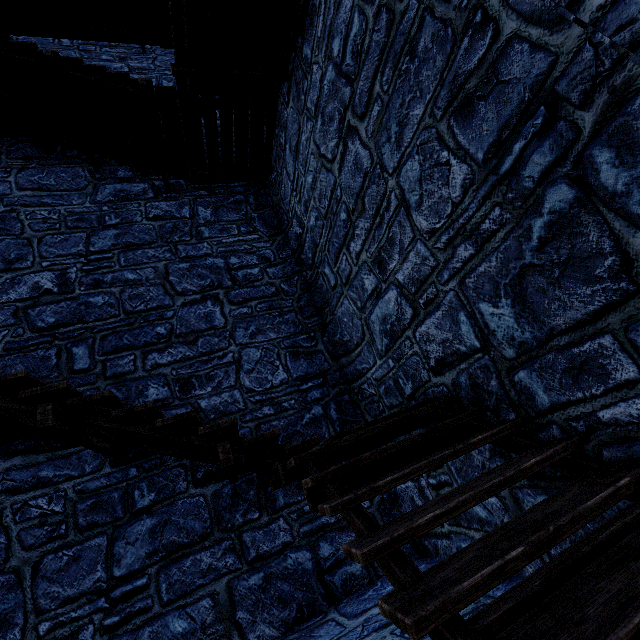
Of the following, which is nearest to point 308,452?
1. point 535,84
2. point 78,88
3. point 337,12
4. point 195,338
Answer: point 535,84
